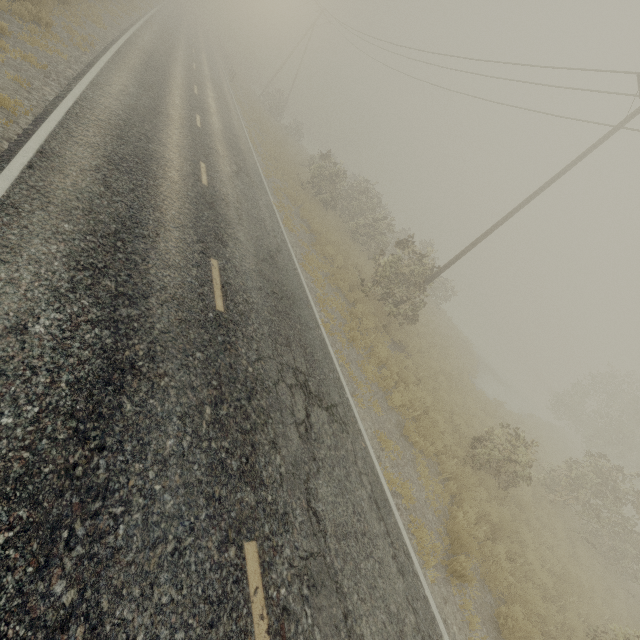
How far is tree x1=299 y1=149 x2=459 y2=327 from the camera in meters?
14.4 m

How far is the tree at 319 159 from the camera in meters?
14.4 m

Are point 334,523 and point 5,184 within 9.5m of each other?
yes
